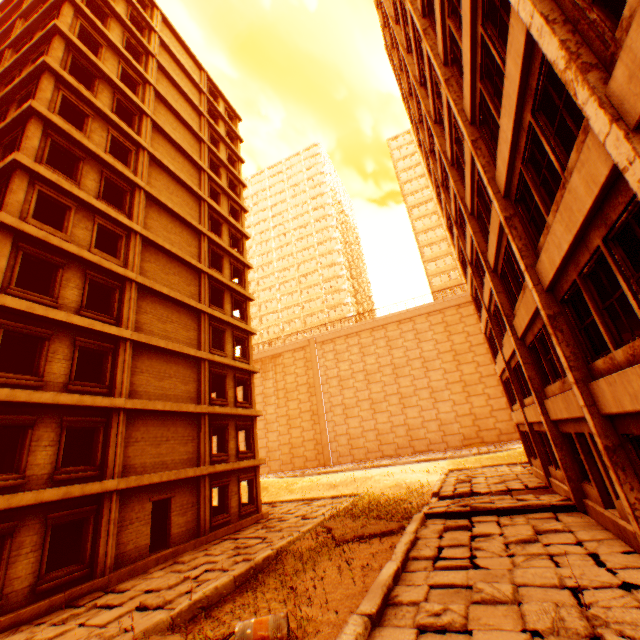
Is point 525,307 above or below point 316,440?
above

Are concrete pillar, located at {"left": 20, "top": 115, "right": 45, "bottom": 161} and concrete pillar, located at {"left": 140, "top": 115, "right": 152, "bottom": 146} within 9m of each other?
yes

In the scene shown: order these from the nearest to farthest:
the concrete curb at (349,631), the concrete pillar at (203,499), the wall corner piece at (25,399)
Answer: the concrete curb at (349,631)
the wall corner piece at (25,399)
the concrete pillar at (203,499)

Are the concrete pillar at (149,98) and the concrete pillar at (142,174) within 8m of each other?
yes

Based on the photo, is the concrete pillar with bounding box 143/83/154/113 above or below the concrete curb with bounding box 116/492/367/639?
above

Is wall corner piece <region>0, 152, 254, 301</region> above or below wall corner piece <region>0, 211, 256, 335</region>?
above

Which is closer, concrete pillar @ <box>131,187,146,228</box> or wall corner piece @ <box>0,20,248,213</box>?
wall corner piece @ <box>0,20,248,213</box>

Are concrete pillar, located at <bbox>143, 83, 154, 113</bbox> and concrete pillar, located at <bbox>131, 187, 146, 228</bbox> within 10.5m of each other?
yes
